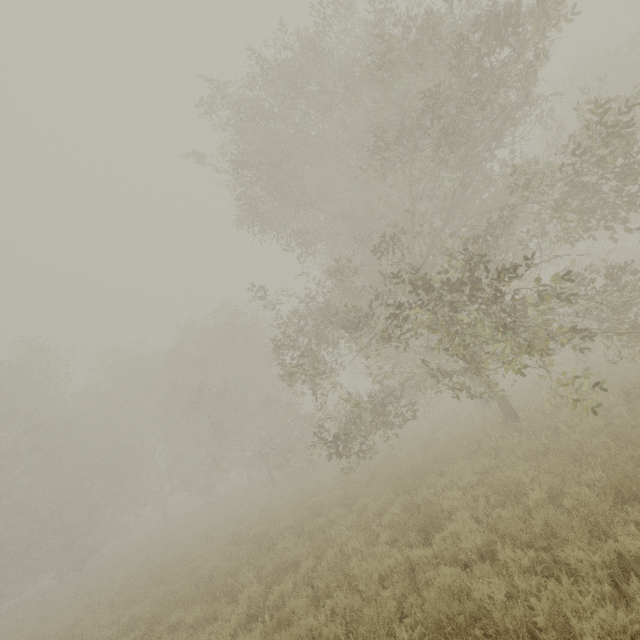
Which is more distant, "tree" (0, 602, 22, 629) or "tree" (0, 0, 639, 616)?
"tree" (0, 602, 22, 629)

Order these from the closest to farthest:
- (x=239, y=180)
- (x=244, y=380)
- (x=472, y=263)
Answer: (x=239, y=180)
(x=472, y=263)
(x=244, y=380)

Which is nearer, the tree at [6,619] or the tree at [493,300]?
the tree at [493,300]

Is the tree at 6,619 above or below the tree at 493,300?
below

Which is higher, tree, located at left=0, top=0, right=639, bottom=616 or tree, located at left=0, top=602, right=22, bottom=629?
tree, located at left=0, top=0, right=639, bottom=616
